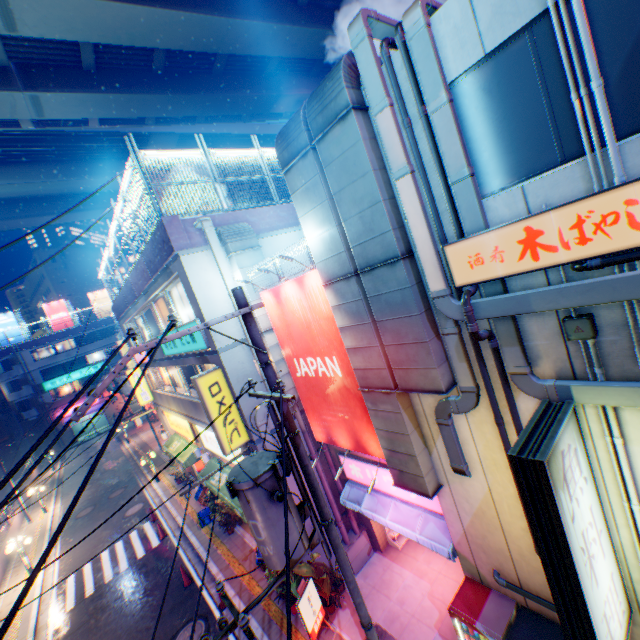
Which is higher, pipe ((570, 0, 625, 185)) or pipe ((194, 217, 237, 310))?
pipe ((194, 217, 237, 310))

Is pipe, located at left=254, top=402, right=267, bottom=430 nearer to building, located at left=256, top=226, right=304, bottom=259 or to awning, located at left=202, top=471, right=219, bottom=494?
building, located at left=256, top=226, right=304, bottom=259

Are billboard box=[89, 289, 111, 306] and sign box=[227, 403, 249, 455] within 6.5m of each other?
no

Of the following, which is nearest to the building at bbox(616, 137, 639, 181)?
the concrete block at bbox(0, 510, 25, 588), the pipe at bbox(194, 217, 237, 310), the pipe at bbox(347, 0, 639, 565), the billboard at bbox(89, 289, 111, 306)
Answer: the pipe at bbox(347, 0, 639, 565)

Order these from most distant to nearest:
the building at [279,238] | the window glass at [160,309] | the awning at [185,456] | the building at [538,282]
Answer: the awning at [185,456]
the window glass at [160,309]
the building at [279,238]
the building at [538,282]

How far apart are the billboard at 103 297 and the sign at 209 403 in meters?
52.2 m

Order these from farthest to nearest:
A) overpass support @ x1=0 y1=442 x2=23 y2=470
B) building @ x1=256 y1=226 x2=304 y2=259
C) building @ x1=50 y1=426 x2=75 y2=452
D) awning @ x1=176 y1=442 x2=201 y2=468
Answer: building @ x1=50 y1=426 x2=75 y2=452
overpass support @ x1=0 y1=442 x2=23 y2=470
awning @ x1=176 y1=442 x2=201 y2=468
building @ x1=256 y1=226 x2=304 y2=259

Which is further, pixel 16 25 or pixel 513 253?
pixel 16 25
